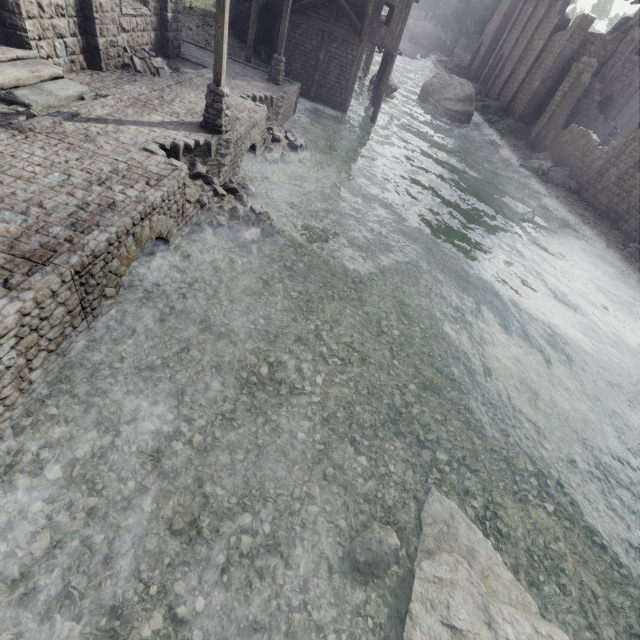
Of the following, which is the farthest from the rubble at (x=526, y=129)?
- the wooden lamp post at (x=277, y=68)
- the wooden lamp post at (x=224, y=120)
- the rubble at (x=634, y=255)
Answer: the wooden lamp post at (x=224, y=120)

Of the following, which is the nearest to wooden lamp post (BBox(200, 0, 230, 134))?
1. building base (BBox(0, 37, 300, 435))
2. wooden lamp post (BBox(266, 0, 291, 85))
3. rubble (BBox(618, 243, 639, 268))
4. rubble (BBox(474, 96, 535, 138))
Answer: building base (BBox(0, 37, 300, 435))

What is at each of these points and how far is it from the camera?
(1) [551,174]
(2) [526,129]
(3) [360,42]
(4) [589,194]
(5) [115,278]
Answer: (1) rubble, 26.7m
(2) rubble, 34.9m
(3) building, 20.9m
(4) building, 24.5m
(5) building base, 6.5m

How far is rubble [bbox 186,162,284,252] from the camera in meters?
9.8

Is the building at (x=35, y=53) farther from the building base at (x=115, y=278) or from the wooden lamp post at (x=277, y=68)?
the wooden lamp post at (x=277, y=68)

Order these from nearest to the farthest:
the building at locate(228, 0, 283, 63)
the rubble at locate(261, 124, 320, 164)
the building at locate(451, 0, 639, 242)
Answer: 1. the rubble at locate(261, 124, 320, 164)
2. the building at locate(228, 0, 283, 63)
3. the building at locate(451, 0, 639, 242)

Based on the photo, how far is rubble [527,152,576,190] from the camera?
26.3m

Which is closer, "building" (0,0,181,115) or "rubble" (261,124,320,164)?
"building" (0,0,181,115)
